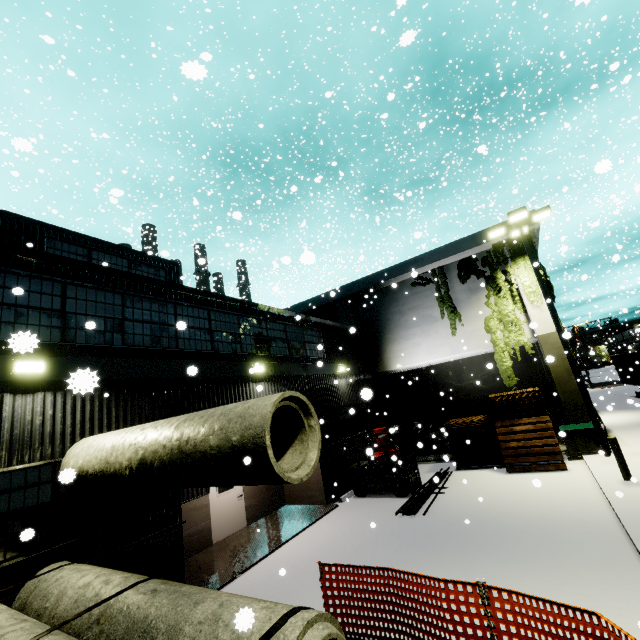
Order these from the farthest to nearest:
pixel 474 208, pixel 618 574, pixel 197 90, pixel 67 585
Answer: pixel 197 90, pixel 474 208, pixel 618 574, pixel 67 585

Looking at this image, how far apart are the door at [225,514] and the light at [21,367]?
6.1m

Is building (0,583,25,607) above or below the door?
above

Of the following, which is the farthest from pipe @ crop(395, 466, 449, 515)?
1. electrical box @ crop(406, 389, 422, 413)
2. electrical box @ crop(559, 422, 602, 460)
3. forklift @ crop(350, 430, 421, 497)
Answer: electrical box @ crop(406, 389, 422, 413)

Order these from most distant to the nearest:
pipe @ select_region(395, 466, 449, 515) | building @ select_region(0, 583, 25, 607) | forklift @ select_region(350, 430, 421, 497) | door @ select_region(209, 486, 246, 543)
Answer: forklift @ select_region(350, 430, 421, 497) < door @ select_region(209, 486, 246, 543) < pipe @ select_region(395, 466, 449, 515) < building @ select_region(0, 583, 25, 607)

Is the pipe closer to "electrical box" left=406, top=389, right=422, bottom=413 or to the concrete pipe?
the concrete pipe

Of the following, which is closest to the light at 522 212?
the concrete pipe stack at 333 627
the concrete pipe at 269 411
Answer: the concrete pipe at 269 411

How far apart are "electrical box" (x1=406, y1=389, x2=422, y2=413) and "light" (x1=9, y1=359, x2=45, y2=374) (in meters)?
19.82
